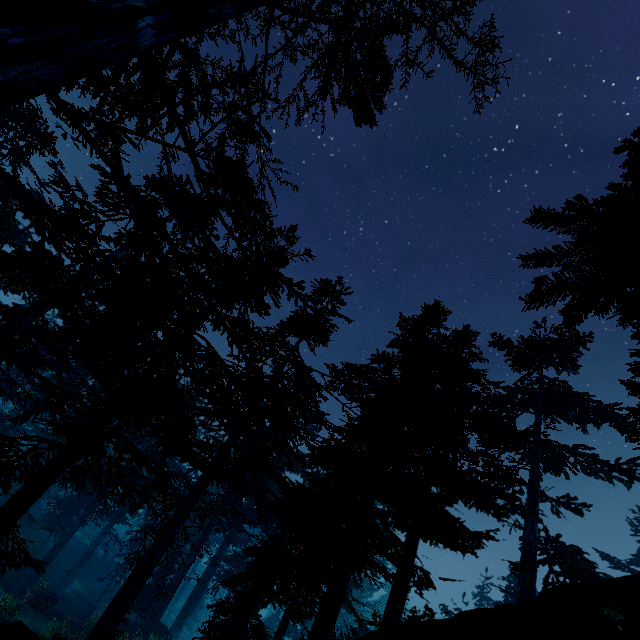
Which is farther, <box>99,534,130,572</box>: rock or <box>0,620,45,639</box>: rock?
<box>99,534,130,572</box>: rock

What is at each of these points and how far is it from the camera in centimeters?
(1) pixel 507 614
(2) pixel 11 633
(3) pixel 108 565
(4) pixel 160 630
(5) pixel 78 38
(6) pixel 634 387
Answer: (1) rock, 905cm
(2) rock, 818cm
(3) rock, 3762cm
(4) rock, 2366cm
(5) instancedfoliageactor, 257cm
(6) instancedfoliageactor, 1235cm

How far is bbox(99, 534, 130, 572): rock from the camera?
37.4m

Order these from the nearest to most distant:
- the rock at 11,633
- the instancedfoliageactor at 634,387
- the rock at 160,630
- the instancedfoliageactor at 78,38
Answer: the instancedfoliageactor at 78,38 → the rock at 11,633 → the instancedfoliageactor at 634,387 → the rock at 160,630

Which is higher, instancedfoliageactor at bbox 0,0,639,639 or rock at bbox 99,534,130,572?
instancedfoliageactor at bbox 0,0,639,639

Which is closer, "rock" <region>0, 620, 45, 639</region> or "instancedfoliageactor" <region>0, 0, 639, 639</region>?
"instancedfoliageactor" <region>0, 0, 639, 639</region>

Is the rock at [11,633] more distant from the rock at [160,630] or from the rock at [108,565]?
the rock at [108,565]

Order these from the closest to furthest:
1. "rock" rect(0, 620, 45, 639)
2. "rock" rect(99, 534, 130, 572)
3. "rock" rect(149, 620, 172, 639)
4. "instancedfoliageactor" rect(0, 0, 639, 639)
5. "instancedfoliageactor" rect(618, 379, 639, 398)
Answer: "instancedfoliageactor" rect(0, 0, 639, 639) → "rock" rect(0, 620, 45, 639) → "instancedfoliageactor" rect(618, 379, 639, 398) → "rock" rect(149, 620, 172, 639) → "rock" rect(99, 534, 130, 572)
